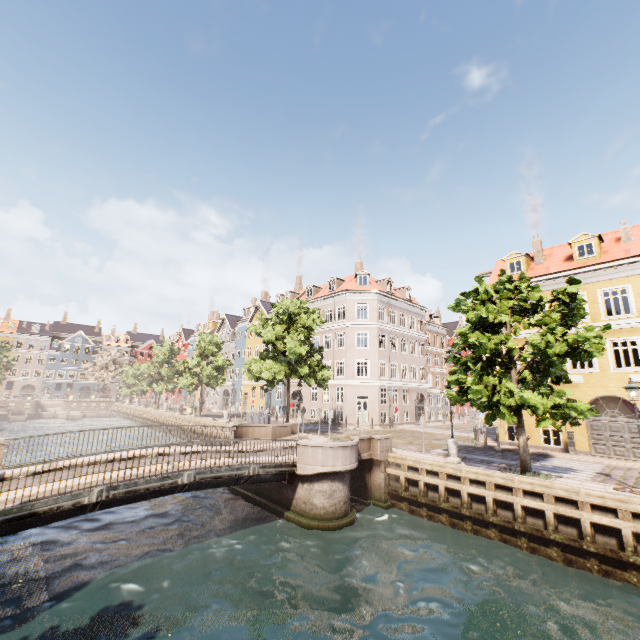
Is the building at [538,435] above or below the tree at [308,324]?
below

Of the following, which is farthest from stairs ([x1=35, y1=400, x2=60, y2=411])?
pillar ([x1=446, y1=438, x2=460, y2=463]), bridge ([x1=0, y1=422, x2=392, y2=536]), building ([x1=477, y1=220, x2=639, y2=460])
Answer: pillar ([x1=446, y1=438, x2=460, y2=463])

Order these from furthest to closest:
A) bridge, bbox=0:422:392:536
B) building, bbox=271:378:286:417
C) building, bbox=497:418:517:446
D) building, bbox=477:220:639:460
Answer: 1. building, bbox=271:378:286:417
2. building, bbox=497:418:517:446
3. building, bbox=477:220:639:460
4. bridge, bbox=0:422:392:536

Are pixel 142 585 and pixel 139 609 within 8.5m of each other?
yes

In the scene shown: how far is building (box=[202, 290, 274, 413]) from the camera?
44.3 meters

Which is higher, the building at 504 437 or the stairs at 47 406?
the building at 504 437

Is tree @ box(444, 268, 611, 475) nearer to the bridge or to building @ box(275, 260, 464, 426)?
the bridge
